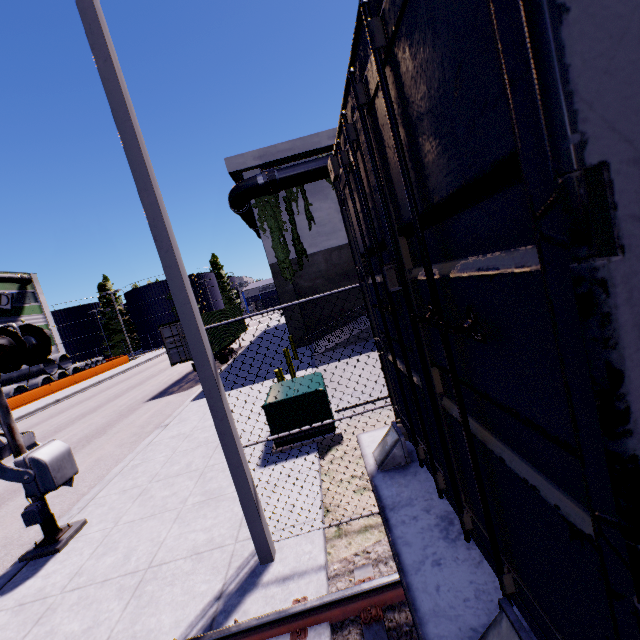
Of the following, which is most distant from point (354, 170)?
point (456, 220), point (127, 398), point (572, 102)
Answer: point (127, 398)

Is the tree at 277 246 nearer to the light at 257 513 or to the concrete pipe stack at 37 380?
the concrete pipe stack at 37 380

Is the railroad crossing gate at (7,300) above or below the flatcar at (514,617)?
above

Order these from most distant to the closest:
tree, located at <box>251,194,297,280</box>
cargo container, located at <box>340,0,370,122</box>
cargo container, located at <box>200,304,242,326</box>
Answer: cargo container, located at <box>200,304,242,326</box>, tree, located at <box>251,194,297,280</box>, cargo container, located at <box>340,0,370,122</box>

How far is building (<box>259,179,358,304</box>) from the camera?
17.7 meters

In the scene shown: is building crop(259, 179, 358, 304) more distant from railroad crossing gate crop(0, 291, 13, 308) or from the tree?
railroad crossing gate crop(0, 291, 13, 308)

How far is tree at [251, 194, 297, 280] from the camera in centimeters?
1716cm

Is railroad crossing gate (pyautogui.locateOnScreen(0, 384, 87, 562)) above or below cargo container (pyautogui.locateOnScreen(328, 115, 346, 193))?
below
